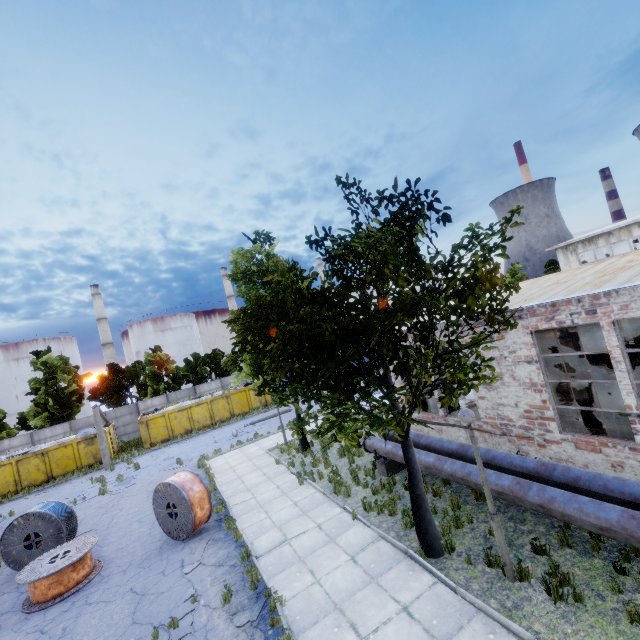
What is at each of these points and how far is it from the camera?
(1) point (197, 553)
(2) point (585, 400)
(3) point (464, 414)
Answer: (1) asphalt debris, 10.05m
(2) column beam, 11.33m
(3) lamp post, 6.47m

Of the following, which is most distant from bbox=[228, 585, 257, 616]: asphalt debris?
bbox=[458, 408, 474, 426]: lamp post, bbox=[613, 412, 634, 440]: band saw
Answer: bbox=[613, 412, 634, 440]: band saw

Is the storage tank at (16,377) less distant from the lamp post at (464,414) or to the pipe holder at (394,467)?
the pipe holder at (394,467)

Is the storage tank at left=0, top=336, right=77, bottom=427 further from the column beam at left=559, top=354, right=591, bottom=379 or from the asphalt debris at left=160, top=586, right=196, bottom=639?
the column beam at left=559, top=354, right=591, bottom=379

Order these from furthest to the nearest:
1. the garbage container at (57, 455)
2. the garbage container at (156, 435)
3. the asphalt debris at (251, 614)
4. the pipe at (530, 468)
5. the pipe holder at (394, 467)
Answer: the garbage container at (156, 435), the garbage container at (57, 455), the pipe holder at (394, 467), the asphalt debris at (251, 614), the pipe at (530, 468)

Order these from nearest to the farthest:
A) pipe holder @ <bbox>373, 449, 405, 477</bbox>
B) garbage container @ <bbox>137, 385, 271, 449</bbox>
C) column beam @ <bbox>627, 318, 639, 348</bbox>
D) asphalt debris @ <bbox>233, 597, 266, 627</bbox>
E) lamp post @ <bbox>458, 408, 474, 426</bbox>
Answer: lamp post @ <bbox>458, 408, 474, 426</bbox> → asphalt debris @ <bbox>233, 597, 266, 627</bbox> → pipe holder @ <bbox>373, 449, 405, 477</bbox> → column beam @ <bbox>627, 318, 639, 348</bbox> → garbage container @ <bbox>137, 385, 271, 449</bbox>

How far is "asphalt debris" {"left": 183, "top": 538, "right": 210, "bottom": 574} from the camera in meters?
9.3

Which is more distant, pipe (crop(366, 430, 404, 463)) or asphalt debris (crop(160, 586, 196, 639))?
pipe (crop(366, 430, 404, 463))
